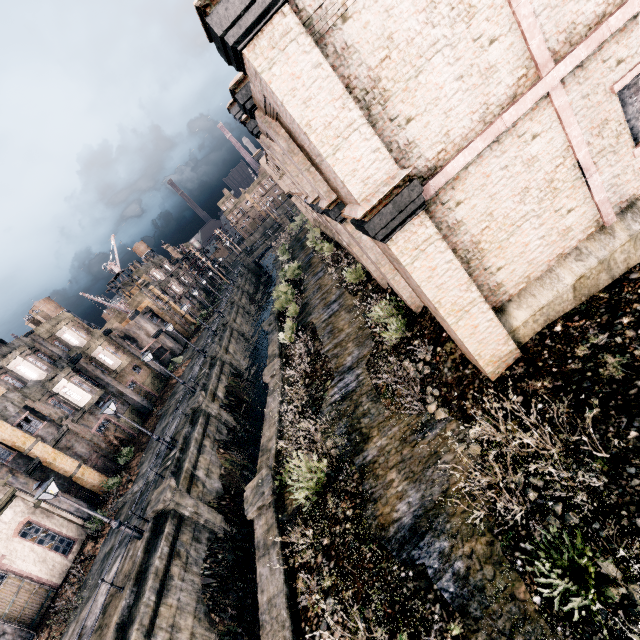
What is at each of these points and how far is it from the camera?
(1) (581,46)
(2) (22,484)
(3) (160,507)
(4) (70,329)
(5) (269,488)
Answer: (1) building, 6.83m
(2) column, 21.25m
(3) column, 17.41m
(4) building, 34.47m
(5) column, 12.68m

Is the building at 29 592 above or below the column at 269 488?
above

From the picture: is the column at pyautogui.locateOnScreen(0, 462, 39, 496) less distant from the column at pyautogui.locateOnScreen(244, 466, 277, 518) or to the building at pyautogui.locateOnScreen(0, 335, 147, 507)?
the building at pyautogui.locateOnScreen(0, 335, 147, 507)

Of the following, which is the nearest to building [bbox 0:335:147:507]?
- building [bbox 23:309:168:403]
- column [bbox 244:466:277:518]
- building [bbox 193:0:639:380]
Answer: building [bbox 23:309:168:403]

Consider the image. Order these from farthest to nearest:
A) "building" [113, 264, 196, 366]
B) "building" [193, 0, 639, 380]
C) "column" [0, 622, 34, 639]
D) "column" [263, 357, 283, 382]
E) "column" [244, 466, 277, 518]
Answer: "building" [113, 264, 196, 366] < "column" [263, 357, 283, 382] < "column" [0, 622, 34, 639] < "column" [244, 466, 277, 518] < "building" [193, 0, 639, 380]

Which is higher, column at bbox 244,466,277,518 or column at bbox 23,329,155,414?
column at bbox 23,329,155,414

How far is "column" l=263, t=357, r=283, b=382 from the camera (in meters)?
20.39

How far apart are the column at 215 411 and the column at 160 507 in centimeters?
720cm
